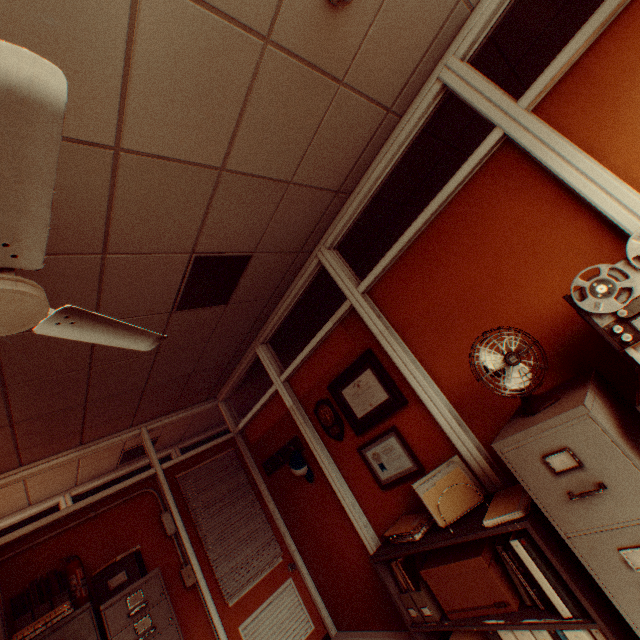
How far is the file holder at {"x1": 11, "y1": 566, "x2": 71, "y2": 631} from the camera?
2.8m

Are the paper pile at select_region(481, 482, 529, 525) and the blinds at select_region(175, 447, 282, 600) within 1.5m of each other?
no

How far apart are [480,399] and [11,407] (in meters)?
3.74

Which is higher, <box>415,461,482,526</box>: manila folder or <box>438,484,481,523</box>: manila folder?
<box>415,461,482,526</box>: manila folder

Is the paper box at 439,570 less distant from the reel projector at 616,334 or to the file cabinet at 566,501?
the file cabinet at 566,501

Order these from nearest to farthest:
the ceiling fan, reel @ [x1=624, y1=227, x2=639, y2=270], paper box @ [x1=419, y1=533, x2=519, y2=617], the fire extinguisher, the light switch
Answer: the ceiling fan → reel @ [x1=624, y1=227, x2=639, y2=270] → paper box @ [x1=419, y1=533, x2=519, y2=617] → the fire extinguisher → the light switch

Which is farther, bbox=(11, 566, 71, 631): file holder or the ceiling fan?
bbox=(11, 566, 71, 631): file holder

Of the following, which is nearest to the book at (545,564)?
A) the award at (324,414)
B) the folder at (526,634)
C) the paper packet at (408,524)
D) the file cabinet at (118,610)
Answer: the folder at (526,634)
